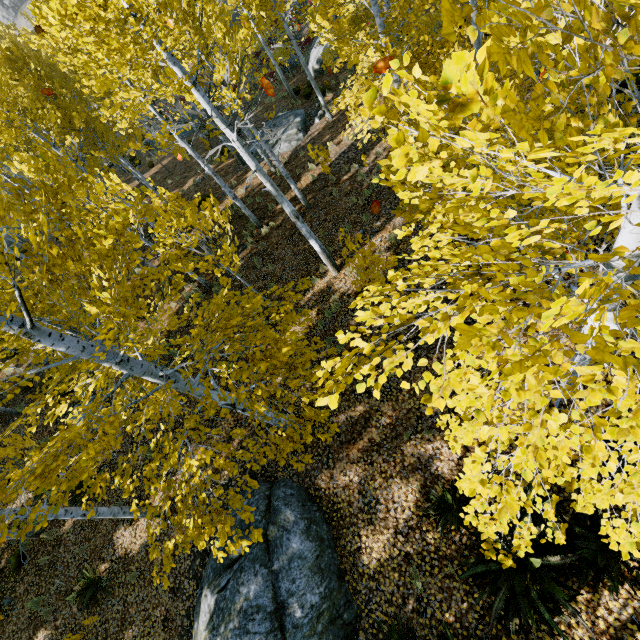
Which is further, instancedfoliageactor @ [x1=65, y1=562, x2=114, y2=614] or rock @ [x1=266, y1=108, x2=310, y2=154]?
rock @ [x1=266, y1=108, x2=310, y2=154]

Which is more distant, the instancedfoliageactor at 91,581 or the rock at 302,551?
the instancedfoliageactor at 91,581

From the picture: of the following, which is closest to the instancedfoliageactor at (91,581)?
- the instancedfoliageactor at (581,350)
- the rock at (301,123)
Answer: the instancedfoliageactor at (581,350)

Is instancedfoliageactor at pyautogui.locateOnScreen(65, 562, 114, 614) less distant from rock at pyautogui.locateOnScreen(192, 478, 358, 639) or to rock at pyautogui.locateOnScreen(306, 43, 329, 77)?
rock at pyautogui.locateOnScreen(192, 478, 358, 639)

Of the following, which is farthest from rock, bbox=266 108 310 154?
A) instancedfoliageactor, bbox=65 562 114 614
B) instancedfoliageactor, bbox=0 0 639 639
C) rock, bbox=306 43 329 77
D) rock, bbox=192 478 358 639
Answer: instancedfoliageactor, bbox=65 562 114 614

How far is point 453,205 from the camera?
2.41m

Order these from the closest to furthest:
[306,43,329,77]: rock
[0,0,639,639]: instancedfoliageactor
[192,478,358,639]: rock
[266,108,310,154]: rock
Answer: [0,0,639,639]: instancedfoliageactor, [192,478,358,639]: rock, [266,108,310,154]: rock, [306,43,329,77]: rock
